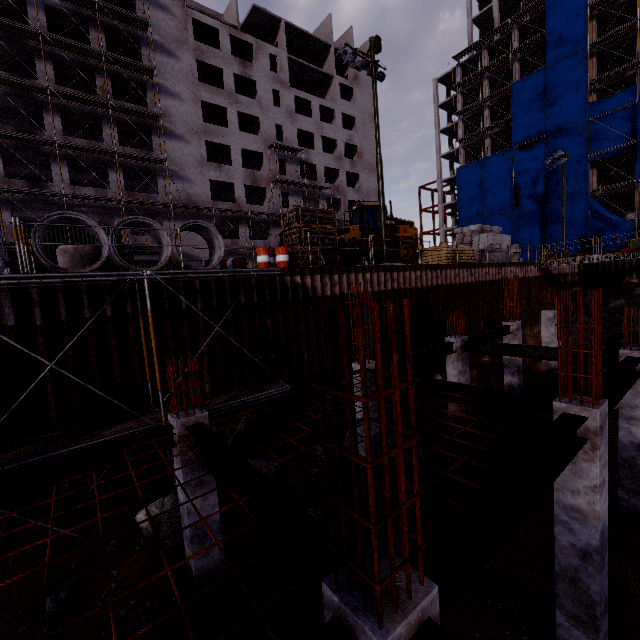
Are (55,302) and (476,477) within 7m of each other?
no

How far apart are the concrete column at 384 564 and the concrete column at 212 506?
4.33m

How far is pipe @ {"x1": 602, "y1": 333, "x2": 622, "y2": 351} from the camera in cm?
2000

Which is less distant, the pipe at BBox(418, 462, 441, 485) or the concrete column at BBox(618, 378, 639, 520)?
the pipe at BBox(418, 462, 441, 485)

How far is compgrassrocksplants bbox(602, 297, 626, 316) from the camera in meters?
28.4

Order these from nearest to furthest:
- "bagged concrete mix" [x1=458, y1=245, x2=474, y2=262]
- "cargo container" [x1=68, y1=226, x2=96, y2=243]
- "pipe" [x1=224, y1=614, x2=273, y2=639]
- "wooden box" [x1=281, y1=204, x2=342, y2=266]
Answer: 1. "pipe" [x1=224, y1=614, x2=273, y2=639]
2. "wooden box" [x1=281, y1=204, x2=342, y2=266]
3. "bagged concrete mix" [x1=458, y1=245, x2=474, y2=262]
4. "cargo container" [x1=68, y1=226, x2=96, y2=243]

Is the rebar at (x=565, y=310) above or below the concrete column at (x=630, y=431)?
above

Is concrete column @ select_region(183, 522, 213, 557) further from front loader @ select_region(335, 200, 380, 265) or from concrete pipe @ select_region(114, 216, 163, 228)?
front loader @ select_region(335, 200, 380, 265)
